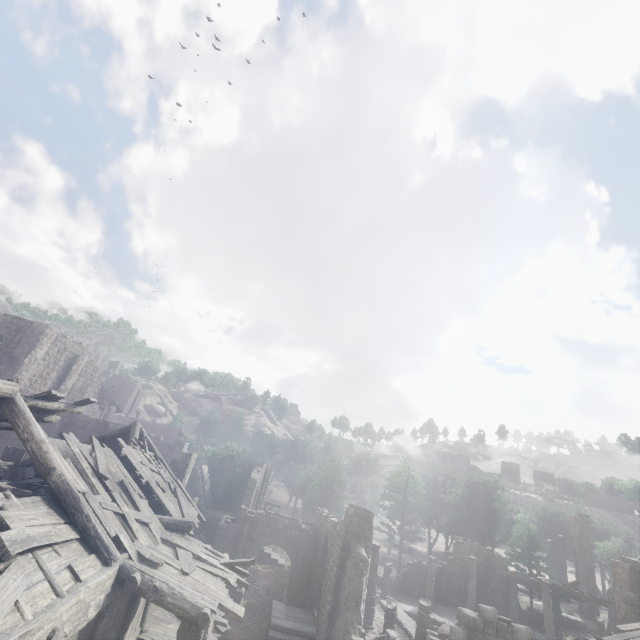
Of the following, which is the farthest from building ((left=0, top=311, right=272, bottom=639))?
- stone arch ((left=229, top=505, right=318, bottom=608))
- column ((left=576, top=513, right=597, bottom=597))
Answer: column ((left=576, top=513, right=597, bottom=597))

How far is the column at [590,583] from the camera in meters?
35.4

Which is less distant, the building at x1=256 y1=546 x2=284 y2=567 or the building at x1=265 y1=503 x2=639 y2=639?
the building at x1=265 y1=503 x2=639 y2=639

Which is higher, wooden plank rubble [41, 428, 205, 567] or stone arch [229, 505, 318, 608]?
wooden plank rubble [41, 428, 205, 567]

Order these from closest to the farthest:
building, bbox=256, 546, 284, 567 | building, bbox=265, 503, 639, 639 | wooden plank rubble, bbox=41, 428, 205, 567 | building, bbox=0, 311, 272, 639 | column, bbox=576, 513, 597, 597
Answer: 1. building, bbox=0, 311, 272, 639
2. wooden plank rubble, bbox=41, 428, 205, 567
3. building, bbox=265, 503, 639, 639
4. building, bbox=256, 546, 284, 567
5. column, bbox=576, 513, 597, 597

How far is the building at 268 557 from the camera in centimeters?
2884cm

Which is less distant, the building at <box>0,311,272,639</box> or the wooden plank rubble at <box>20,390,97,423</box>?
the building at <box>0,311,272,639</box>

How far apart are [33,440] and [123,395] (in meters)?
56.17
